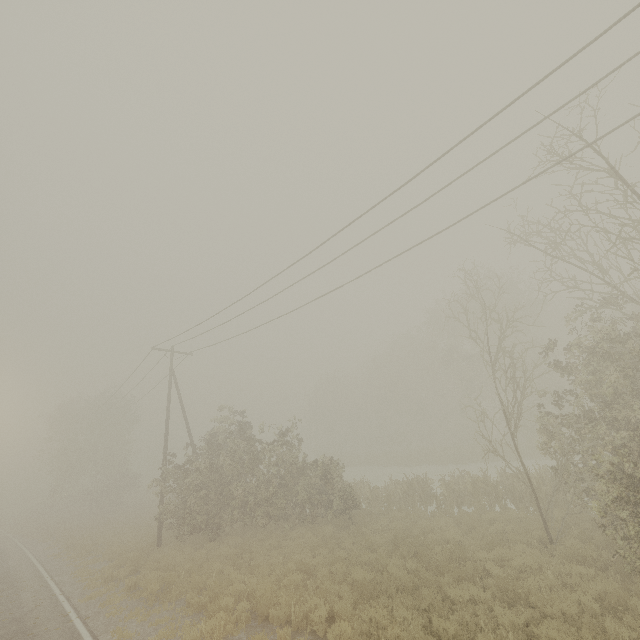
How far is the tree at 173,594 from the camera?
11.2m

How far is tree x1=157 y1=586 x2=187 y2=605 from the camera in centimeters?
1121cm

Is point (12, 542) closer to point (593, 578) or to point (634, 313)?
point (593, 578)
